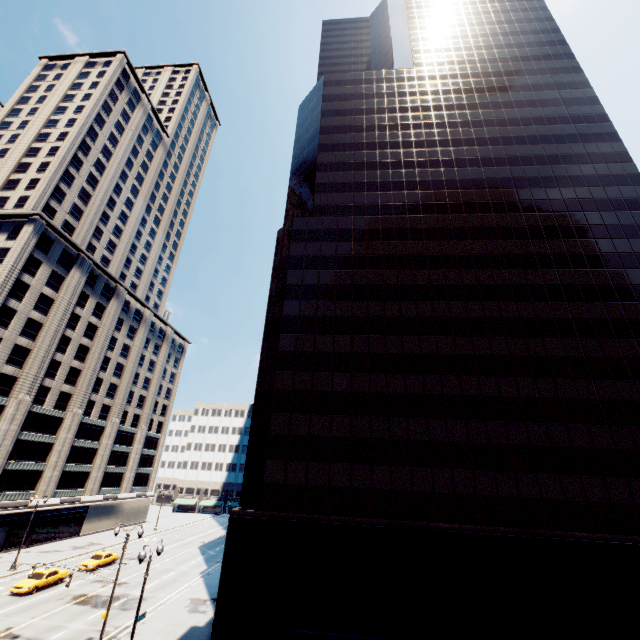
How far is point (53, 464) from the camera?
50.0m

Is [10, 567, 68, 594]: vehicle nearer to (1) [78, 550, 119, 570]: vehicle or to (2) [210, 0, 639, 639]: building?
(1) [78, 550, 119, 570]: vehicle

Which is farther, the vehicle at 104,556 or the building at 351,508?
the vehicle at 104,556

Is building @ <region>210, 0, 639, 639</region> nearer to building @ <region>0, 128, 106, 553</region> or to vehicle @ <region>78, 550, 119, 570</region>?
vehicle @ <region>78, 550, 119, 570</region>

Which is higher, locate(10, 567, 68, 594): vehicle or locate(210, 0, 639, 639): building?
locate(210, 0, 639, 639): building

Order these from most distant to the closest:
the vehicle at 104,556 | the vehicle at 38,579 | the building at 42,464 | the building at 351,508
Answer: the building at 42,464
the vehicle at 104,556
the vehicle at 38,579
the building at 351,508

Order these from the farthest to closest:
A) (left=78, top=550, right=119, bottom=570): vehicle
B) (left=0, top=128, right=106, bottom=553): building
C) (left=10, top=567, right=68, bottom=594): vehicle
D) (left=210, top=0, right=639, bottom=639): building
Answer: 1. (left=0, top=128, right=106, bottom=553): building
2. (left=78, top=550, right=119, bottom=570): vehicle
3. (left=10, top=567, right=68, bottom=594): vehicle
4. (left=210, top=0, right=639, bottom=639): building

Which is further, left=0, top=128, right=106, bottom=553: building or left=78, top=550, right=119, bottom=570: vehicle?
left=0, top=128, right=106, bottom=553: building
